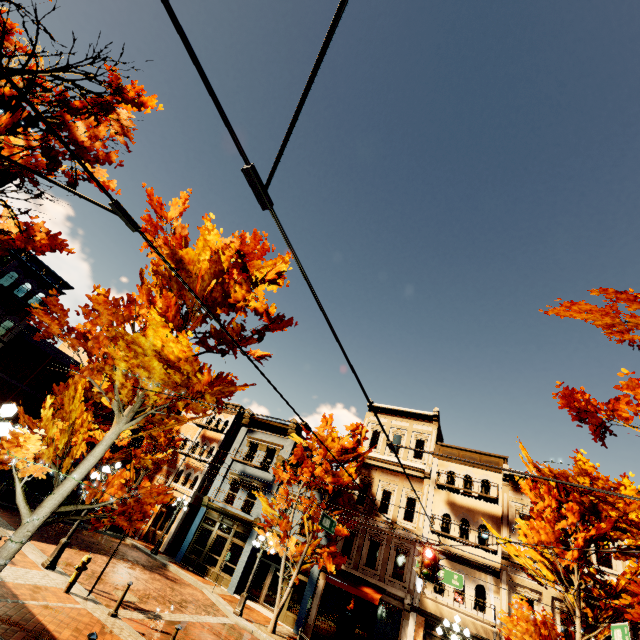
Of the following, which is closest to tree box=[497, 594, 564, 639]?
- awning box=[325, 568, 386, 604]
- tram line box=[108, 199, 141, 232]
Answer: awning box=[325, 568, 386, 604]

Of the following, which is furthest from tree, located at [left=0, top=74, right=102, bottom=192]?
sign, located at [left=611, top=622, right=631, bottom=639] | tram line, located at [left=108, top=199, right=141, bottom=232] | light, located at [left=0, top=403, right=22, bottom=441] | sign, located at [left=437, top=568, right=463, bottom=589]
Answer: tram line, located at [left=108, top=199, right=141, bottom=232]

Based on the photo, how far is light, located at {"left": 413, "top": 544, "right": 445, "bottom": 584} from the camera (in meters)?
10.20

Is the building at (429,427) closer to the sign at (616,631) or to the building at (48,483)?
the sign at (616,631)

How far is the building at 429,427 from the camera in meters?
20.3 m

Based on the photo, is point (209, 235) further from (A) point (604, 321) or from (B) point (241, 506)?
(B) point (241, 506)

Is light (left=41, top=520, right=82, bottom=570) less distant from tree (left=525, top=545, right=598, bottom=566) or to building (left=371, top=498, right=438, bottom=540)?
tree (left=525, top=545, right=598, bottom=566)

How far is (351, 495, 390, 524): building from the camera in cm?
2008
